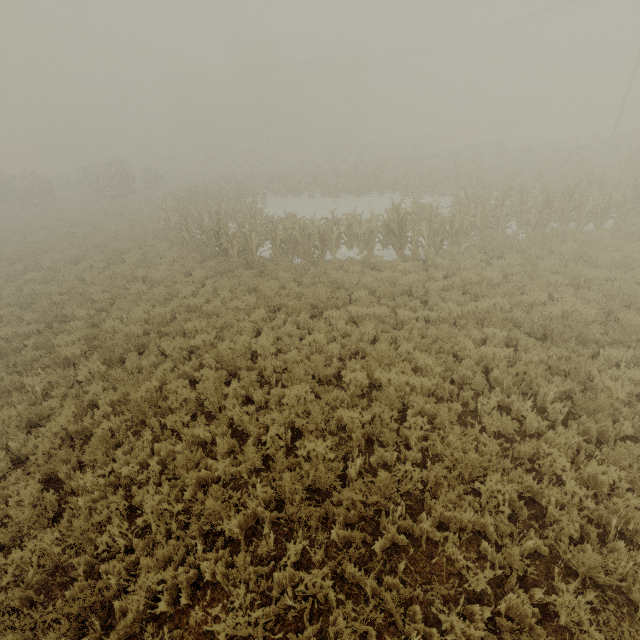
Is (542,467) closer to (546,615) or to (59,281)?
(546,615)

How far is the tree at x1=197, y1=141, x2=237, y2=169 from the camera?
48.2m

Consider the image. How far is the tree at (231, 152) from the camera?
48.2m
